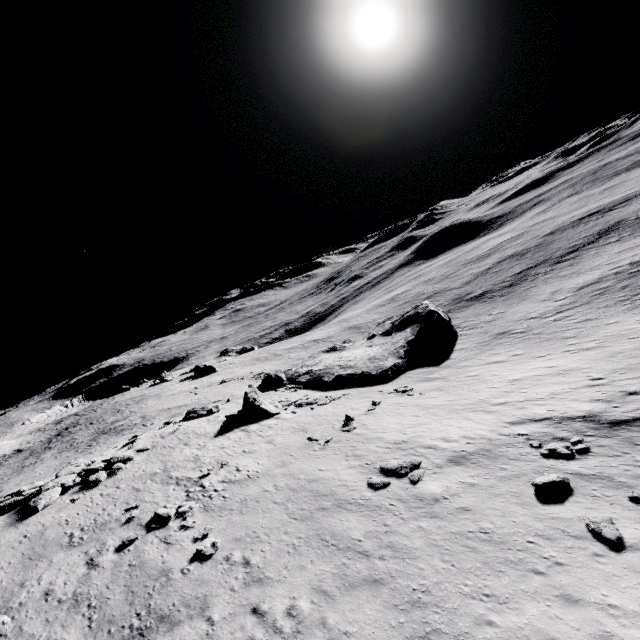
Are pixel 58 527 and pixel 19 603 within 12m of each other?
yes

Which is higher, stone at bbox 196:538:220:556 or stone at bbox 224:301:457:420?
stone at bbox 196:538:220:556

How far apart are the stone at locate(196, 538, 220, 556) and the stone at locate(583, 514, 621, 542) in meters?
13.5

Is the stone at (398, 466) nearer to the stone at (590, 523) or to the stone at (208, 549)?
the stone at (590, 523)

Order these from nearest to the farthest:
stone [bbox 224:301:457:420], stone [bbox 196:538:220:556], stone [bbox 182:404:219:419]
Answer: stone [bbox 196:538:220:556] < stone [bbox 224:301:457:420] < stone [bbox 182:404:219:419]

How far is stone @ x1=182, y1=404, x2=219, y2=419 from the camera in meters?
30.7

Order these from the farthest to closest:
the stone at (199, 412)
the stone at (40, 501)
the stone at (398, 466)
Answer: the stone at (199, 412) → the stone at (40, 501) → the stone at (398, 466)

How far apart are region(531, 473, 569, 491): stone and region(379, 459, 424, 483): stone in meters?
4.3 m
